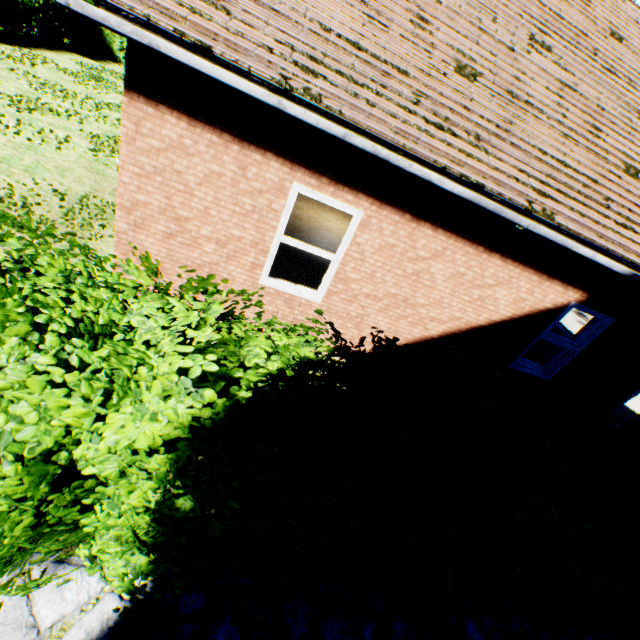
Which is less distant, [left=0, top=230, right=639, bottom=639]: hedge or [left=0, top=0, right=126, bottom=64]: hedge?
[left=0, top=230, right=639, bottom=639]: hedge

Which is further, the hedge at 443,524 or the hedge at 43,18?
the hedge at 43,18

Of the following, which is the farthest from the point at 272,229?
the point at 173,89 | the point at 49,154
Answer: the point at 49,154
